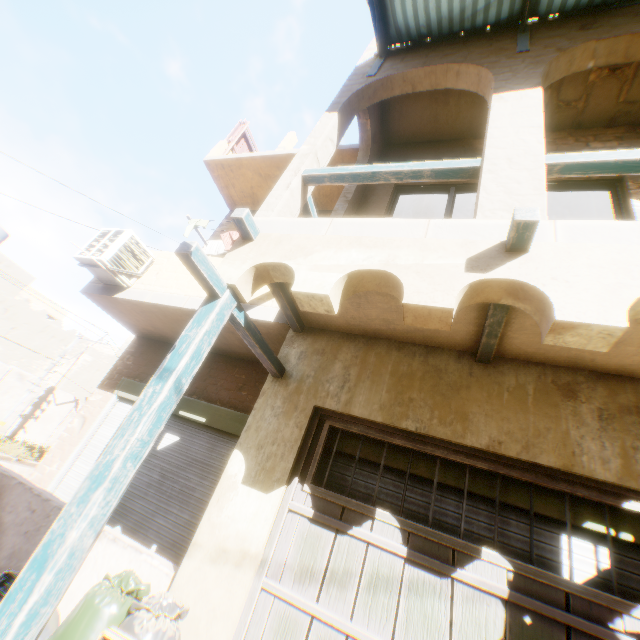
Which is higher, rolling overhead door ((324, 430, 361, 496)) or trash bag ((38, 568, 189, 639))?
rolling overhead door ((324, 430, 361, 496))

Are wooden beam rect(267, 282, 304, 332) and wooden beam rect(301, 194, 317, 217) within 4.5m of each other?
yes

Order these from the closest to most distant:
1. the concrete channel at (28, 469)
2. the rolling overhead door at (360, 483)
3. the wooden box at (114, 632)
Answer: the wooden box at (114, 632)
the rolling overhead door at (360, 483)
the concrete channel at (28, 469)

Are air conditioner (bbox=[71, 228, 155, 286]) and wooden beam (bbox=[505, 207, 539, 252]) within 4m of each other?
no

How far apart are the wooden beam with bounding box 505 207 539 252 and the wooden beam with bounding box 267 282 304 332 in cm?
217

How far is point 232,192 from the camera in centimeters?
944cm

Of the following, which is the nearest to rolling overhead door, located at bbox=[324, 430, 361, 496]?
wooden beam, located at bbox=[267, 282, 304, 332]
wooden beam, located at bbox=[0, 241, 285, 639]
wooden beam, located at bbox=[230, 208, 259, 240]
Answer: wooden beam, located at bbox=[0, 241, 285, 639]

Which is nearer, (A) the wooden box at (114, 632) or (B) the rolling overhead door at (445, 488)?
(A) the wooden box at (114, 632)
